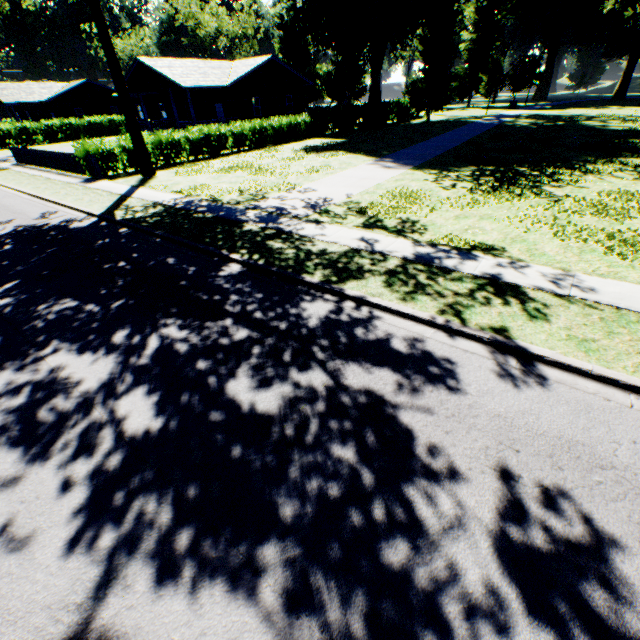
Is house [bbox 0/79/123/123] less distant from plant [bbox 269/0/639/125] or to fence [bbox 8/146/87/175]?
fence [bbox 8/146/87/175]

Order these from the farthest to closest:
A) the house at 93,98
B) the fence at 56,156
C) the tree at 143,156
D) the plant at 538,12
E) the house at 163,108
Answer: the house at 93,98 → the plant at 538,12 → the house at 163,108 → the fence at 56,156 → the tree at 143,156

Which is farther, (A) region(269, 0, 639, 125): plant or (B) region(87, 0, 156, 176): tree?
(A) region(269, 0, 639, 125): plant

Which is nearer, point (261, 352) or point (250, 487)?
point (250, 487)

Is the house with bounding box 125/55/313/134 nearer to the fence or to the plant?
the fence

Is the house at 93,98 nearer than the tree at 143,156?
No

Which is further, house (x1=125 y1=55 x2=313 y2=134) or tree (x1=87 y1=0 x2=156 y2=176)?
house (x1=125 y1=55 x2=313 y2=134)

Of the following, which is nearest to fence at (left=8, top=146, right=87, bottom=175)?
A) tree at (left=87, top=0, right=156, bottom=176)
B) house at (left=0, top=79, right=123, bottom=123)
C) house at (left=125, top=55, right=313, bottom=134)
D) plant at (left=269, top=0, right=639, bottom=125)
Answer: tree at (left=87, top=0, right=156, bottom=176)
